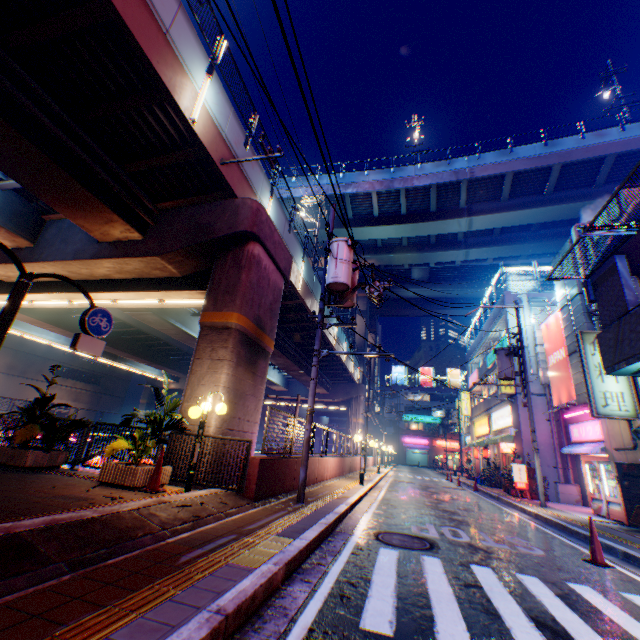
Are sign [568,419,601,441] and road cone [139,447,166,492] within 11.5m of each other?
no

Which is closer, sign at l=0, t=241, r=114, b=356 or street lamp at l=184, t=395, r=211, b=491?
sign at l=0, t=241, r=114, b=356

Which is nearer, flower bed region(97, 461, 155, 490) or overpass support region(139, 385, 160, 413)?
flower bed region(97, 461, 155, 490)

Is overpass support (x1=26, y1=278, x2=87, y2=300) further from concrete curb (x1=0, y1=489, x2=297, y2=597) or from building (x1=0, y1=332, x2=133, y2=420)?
building (x1=0, y1=332, x2=133, y2=420)

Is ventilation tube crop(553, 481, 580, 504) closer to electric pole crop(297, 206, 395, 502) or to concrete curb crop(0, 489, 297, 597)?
electric pole crop(297, 206, 395, 502)

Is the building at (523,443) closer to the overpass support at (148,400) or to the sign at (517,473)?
the sign at (517,473)

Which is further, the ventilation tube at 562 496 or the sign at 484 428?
the sign at 484 428

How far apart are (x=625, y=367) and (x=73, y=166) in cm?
1613
